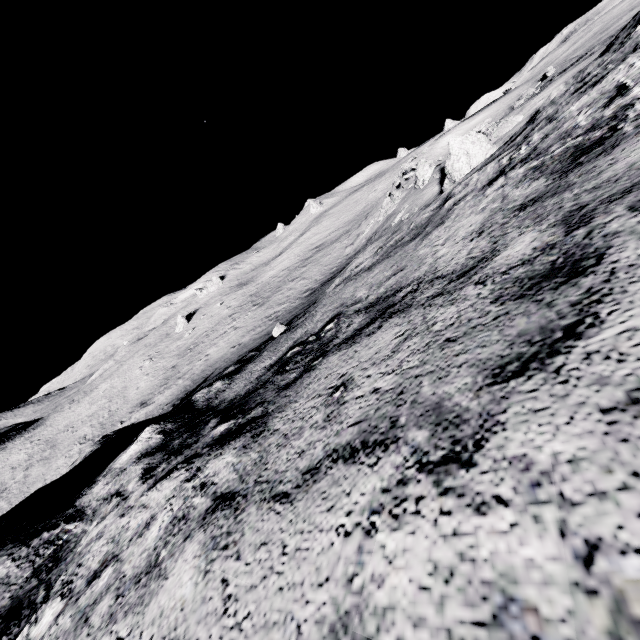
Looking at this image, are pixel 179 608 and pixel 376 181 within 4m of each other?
no
